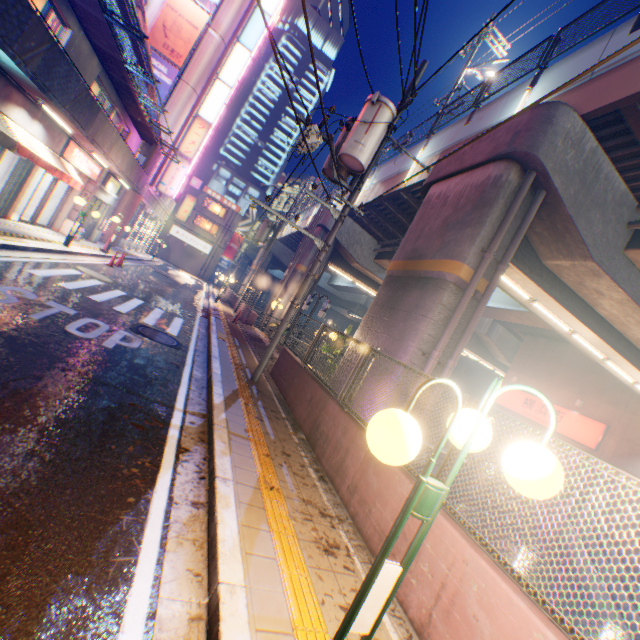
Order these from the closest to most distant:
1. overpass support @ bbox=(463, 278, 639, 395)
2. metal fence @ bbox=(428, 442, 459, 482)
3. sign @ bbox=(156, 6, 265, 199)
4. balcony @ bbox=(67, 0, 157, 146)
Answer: metal fence @ bbox=(428, 442, 459, 482), balcony @ bbox=(67, 0, 157, 146), overpass support @ bbox=(463, 278, 639, 395), sign @ bbox=(156, 6, 265, 199)

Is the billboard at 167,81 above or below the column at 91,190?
above

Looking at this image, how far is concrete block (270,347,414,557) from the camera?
4.0m

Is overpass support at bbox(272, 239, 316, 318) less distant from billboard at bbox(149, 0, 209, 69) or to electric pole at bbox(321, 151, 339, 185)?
electric pole at bbox(321, 151, 339, 185)

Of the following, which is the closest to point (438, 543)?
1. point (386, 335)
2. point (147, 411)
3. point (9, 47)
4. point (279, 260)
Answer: point (147, 411)

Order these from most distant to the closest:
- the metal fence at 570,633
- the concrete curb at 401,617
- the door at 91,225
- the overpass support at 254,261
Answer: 1. the overpass support at 254,261
2. the door at 91,225
3. the concrete curb at 401,617
4. the metal fence at 570,633

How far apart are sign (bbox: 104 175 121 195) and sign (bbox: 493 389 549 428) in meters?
28.9 m

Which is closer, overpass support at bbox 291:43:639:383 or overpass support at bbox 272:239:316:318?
overpass support at bbox 291:43:639:383
